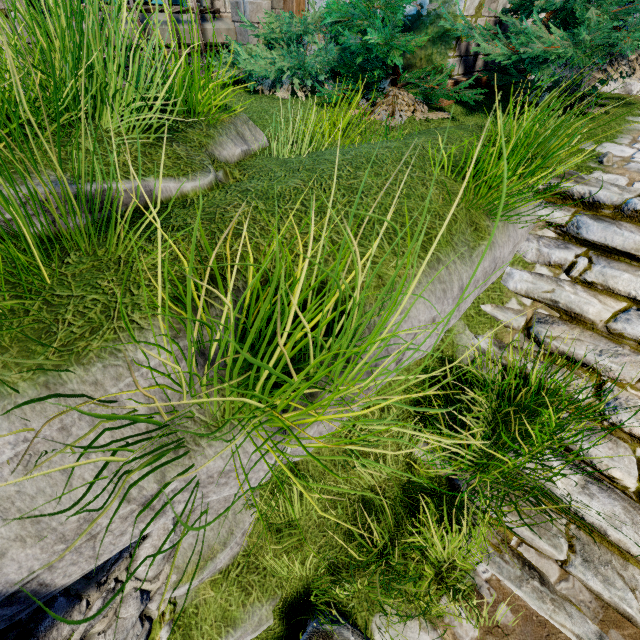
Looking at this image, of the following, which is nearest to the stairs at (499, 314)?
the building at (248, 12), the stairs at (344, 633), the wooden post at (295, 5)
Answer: the stairs at (344, 633)

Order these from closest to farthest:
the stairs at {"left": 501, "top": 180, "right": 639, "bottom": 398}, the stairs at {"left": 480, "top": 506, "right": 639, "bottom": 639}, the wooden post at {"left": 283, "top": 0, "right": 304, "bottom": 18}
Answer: the stairs at {"left": 480, "top": 506, "right": 639, "bottom": 639}
the stairs at {"left": 501, "top": 180, "right": 639, "bottom": 398}
the wooden post at {"left": 283, "top": 0, "right": 304, "bottom": 18}

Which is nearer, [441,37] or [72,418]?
[72,418]

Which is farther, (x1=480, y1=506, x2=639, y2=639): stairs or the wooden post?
the wooden post

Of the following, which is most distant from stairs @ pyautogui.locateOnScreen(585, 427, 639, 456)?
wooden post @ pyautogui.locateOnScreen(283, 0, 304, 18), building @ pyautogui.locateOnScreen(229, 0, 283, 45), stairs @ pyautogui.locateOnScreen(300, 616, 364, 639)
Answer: wooden post @ pyautogui.locateOnScreen(283, 0, 304, 18)

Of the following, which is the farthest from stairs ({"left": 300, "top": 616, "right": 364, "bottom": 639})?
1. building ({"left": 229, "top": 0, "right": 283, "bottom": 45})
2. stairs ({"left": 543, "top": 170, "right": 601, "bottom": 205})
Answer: building ({"left": 229, "top": 0, "right": 283, "bottom": 45})
